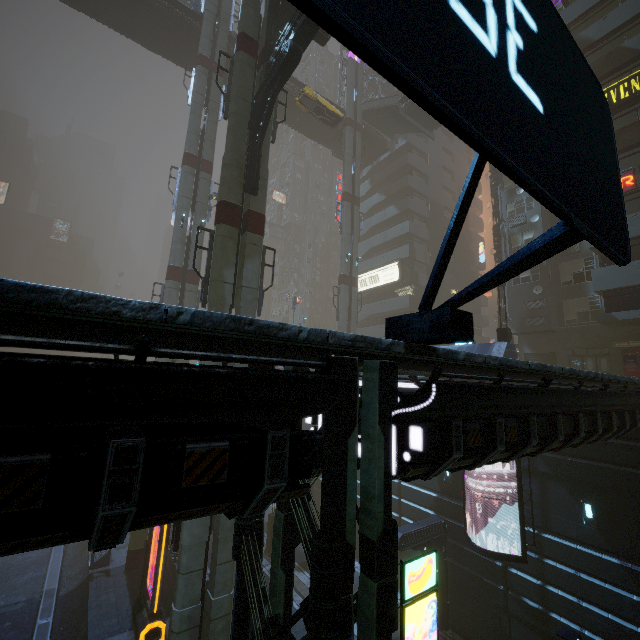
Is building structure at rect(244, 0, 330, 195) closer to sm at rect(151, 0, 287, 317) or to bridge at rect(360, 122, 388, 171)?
sm at rect(151, 0, 287, 317)

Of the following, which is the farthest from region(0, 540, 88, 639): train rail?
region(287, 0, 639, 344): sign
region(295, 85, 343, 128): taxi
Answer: region(295, 85, 343, 128): taxi

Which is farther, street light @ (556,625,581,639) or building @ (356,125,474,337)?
building @ (356,125,474,337)

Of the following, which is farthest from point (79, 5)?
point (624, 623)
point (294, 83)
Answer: point (624, 623)

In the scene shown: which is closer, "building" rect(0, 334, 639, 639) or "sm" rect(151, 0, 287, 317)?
"building" rect(0, 334, 639, 639)

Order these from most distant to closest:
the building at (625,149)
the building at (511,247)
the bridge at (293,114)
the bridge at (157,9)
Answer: the bridge at (293,114), the bridge at (157,9), the building at (511,247), the building at (625,149)

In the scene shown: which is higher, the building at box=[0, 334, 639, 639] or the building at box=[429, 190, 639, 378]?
the building at box=[429, 190, 639, 378]

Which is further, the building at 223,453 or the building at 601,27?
the building at 601,27
